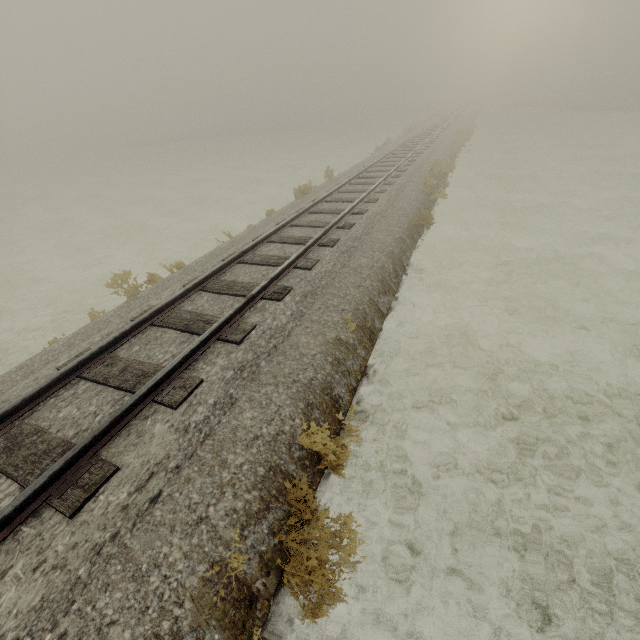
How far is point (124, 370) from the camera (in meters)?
4.84
